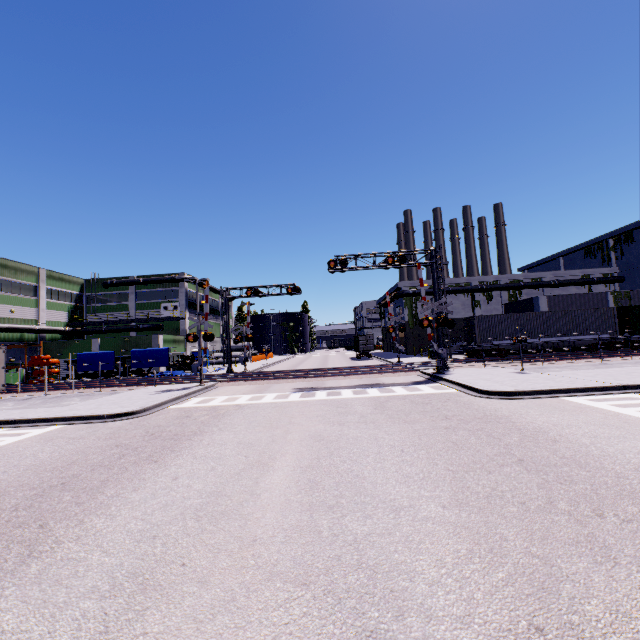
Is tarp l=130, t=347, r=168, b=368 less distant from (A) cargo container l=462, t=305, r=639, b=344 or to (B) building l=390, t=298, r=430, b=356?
(B) building l=390, t=298, r=430, b=356

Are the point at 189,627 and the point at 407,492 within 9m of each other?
yes

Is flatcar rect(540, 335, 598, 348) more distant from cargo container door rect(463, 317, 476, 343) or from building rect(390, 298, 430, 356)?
building rect(390, 298, 430, 356)

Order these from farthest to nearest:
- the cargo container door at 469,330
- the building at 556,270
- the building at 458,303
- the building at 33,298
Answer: the building at 458,303 < the building at 33,298 < the building at 556,270 < the cargo container door at 469,330

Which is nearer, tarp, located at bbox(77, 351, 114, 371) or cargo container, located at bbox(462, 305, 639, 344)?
cargo container, located at bbox(462, 305, 639, 344)

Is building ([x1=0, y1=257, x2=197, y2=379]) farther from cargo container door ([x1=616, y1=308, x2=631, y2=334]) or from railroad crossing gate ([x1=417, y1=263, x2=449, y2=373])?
cargo container door ([x1=616, y1=308, x2=631, y2=334])

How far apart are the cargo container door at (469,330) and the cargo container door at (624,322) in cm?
1312

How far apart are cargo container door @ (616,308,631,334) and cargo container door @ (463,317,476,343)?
13.1 meters
